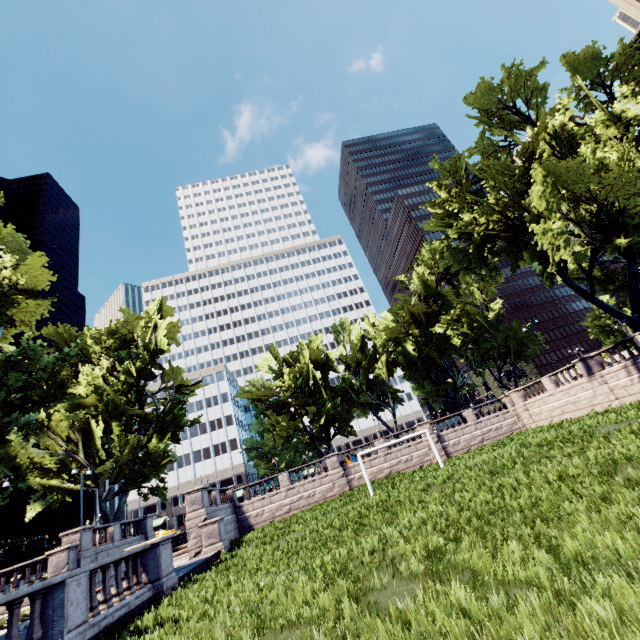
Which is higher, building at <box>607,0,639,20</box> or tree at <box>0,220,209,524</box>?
building at <box>607,0,639,20</box>

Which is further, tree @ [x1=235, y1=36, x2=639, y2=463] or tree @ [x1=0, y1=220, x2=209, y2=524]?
A: tree @ [x1=235, y1=36, x2=639, y2=463]

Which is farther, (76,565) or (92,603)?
(76,565)

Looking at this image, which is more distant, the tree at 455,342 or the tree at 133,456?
the tree at 455,342

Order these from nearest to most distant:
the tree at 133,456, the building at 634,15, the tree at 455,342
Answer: the tree at 133,456
the tree at 455,342
the building at 634,15

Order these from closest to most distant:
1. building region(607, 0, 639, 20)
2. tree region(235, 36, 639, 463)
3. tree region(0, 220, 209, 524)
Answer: tree region(0, 220, 209, 524)
tree region(235, 36, 639, 463)
building region(607, 0, 639, 20)

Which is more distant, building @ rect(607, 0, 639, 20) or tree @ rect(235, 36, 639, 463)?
building @ rect(607, 0, 639, 20)
